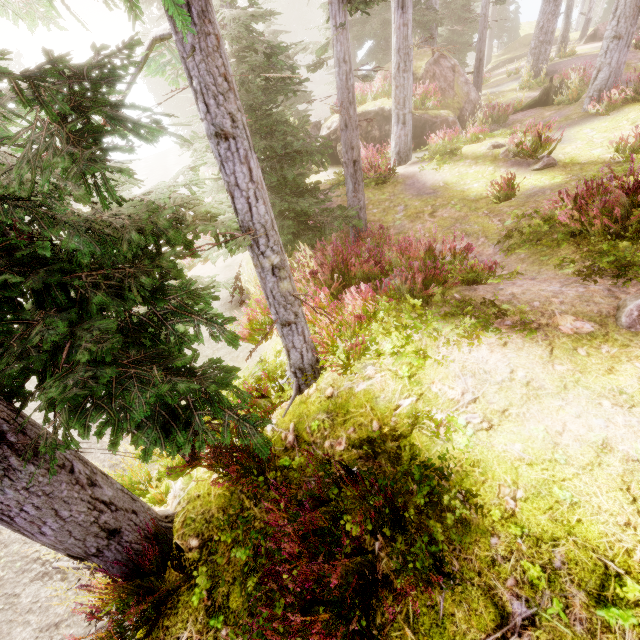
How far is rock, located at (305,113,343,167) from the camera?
16.19m

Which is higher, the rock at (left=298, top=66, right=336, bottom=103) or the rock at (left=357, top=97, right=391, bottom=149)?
the rock at (left=357, top=97, right=391, bottom=149)

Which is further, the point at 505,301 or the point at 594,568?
the point at 505,301

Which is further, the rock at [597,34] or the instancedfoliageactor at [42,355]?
the rock at [597,34]

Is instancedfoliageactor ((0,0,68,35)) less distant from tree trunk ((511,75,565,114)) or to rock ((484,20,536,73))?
rock ((484,20,536,73))

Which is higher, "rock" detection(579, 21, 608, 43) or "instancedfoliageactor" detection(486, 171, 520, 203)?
"rock" detection(579, 21, 608, 43)

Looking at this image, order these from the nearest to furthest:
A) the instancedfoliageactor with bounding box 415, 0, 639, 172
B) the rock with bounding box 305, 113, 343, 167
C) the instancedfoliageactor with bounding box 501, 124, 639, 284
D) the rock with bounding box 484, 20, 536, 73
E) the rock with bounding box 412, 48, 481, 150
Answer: the instancedfoliageactor with bounding box 501, 124, 639, 284 < the instancedfoliageactor with bounding box 415, 0, 639, 172 < the rock with bounding box 412, 48, 481, 150 < the rock with bounding box 305, 113, 343, 167 < the rock with bounding box 484, 20, 536, 73

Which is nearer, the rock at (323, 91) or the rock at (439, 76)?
the rock at (439, 76)
